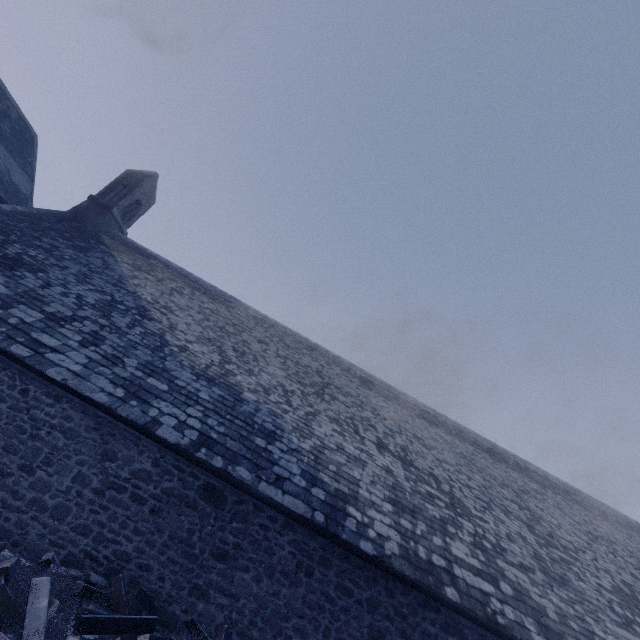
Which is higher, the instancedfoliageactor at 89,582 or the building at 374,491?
the building at 374,491

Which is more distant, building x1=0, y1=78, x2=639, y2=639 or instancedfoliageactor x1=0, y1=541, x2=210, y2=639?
building x1=0, y1=78, x2=639, y2=639

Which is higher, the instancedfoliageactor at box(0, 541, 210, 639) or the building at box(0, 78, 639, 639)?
the building at box(0, 78, 639, 639)

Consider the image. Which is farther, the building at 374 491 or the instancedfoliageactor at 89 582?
the building at 374 491

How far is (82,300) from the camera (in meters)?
9.48
